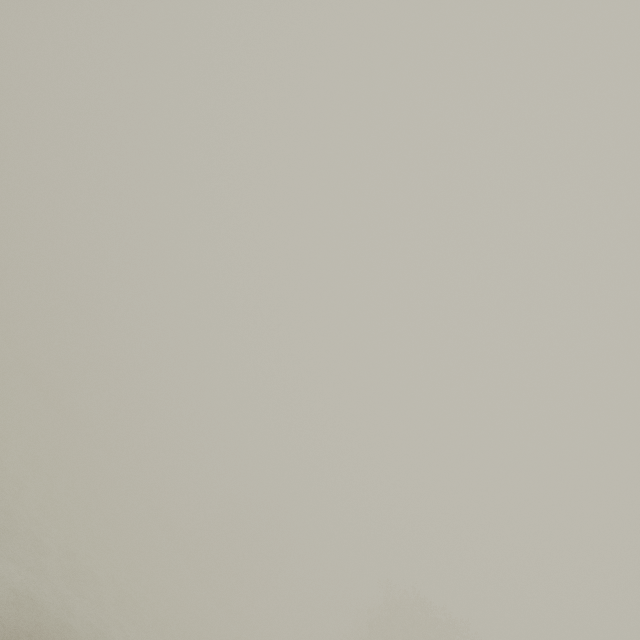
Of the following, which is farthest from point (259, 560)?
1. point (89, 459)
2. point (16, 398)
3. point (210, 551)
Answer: point (16, 398)
